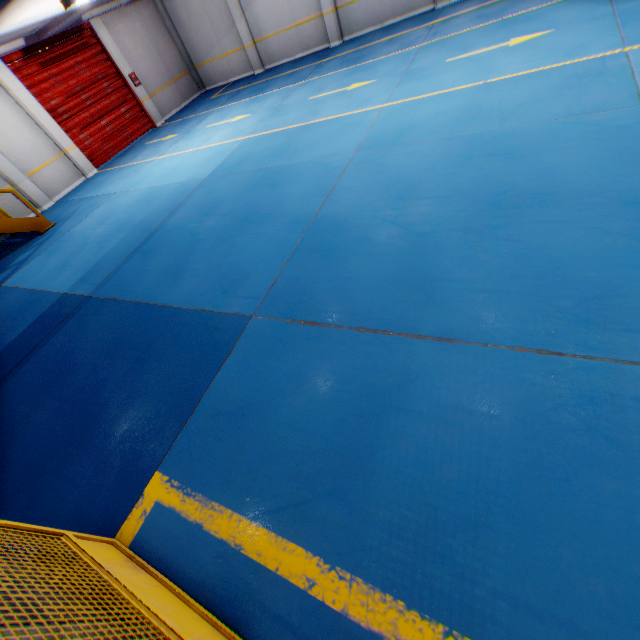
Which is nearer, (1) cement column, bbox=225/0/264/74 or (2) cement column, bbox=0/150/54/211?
(2) cement column, bbox=0/150/54/211

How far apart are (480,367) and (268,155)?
6.9 meters

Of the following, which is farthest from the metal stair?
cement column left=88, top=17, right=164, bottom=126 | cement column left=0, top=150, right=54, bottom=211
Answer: cement column left=88, top=17, right=164, bottom=126

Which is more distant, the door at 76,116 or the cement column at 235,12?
the cement column at 235,12

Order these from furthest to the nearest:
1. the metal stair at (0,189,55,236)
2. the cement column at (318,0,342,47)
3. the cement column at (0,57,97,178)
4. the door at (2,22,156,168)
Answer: the cement column at (318,0,342,47) < the door at (2,22,156,168) < the cement column at (0,57,97,178) < the metal stair at (0,189,55,236)

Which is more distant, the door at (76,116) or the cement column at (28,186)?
the door at (76,116)

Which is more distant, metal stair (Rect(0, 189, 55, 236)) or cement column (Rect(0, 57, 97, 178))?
cement column (Rect(0, 57, 97, 178))

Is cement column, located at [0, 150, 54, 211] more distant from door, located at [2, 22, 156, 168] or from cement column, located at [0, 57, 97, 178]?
door, located at [2, 22, 156, 168]
